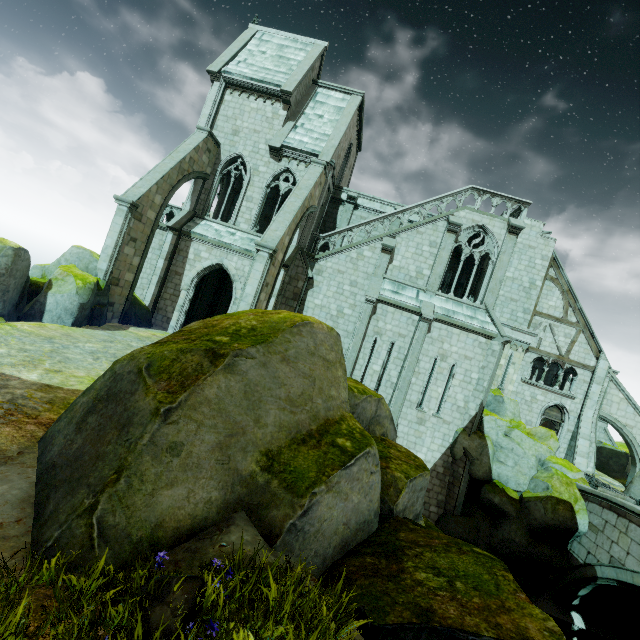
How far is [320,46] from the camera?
21.08m

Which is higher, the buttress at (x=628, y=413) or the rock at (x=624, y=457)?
the buttress at (x=628, y=413)

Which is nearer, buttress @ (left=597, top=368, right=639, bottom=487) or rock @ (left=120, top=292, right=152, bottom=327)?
rock @ (left=120, top=292, right=152, bottom=327)

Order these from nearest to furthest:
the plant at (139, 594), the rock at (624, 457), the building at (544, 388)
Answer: the plant at (139, 594)
the building at (544, 388)
the rock at (624, 457)

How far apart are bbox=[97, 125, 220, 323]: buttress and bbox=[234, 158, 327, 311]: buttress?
5.9m

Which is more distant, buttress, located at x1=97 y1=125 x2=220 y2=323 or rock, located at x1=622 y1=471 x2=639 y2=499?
rock, located at x1=622 y1=471 x2=639 y2=499

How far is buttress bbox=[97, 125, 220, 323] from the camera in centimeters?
1462cm

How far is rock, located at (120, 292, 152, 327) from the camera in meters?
16.6 m
